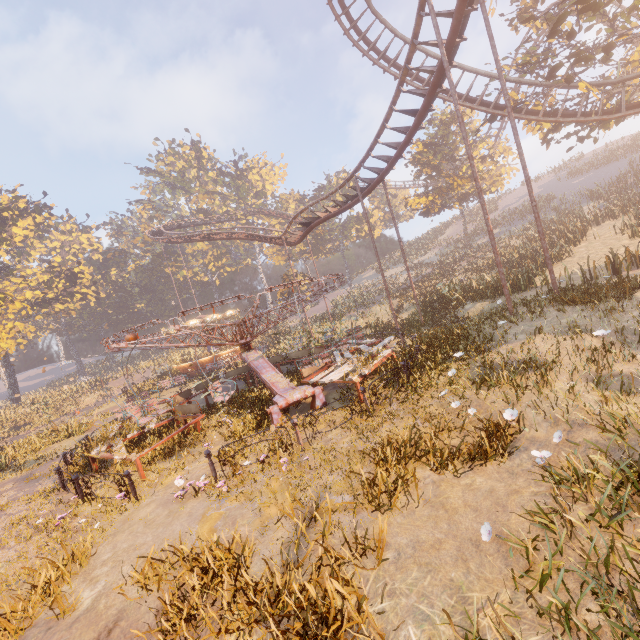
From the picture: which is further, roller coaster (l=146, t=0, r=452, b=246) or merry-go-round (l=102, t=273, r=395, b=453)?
roller coaster (l=146, t=0, r=452, b=246)

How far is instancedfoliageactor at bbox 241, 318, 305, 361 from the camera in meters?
13.7

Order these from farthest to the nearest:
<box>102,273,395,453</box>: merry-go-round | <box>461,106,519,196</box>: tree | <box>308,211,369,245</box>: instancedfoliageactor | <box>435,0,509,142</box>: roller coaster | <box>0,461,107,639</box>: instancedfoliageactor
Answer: <box>308,211,369,245</box>: instancedfoliageactor → <box>461,106,519,196</box>: tree → <box>435,0,509,142</box>: roller coaster → <box>102,273,395,453</box>: merry-go-round → <box>0,461,107,639</box>: instancedfoliageactor

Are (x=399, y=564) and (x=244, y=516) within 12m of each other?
yes

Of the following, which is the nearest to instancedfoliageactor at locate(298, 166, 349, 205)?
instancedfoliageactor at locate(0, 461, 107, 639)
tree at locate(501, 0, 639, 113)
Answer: tree at locate(501, 0, 639, 113)

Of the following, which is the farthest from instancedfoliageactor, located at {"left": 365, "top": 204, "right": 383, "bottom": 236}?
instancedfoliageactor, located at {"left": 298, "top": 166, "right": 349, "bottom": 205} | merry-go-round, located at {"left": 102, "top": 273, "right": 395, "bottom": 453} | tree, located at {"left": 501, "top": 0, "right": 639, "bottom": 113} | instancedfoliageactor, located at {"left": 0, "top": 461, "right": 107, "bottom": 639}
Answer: instancedfoliageactor, located at {"left": 0, "top": 461, "right": 107, "bottom": 639}

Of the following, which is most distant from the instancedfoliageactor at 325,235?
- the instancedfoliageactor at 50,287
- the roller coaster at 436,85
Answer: the roller coaster at 436,85

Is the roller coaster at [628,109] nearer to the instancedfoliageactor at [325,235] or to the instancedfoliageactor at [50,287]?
the instancedfoliageactor at [50,287]
